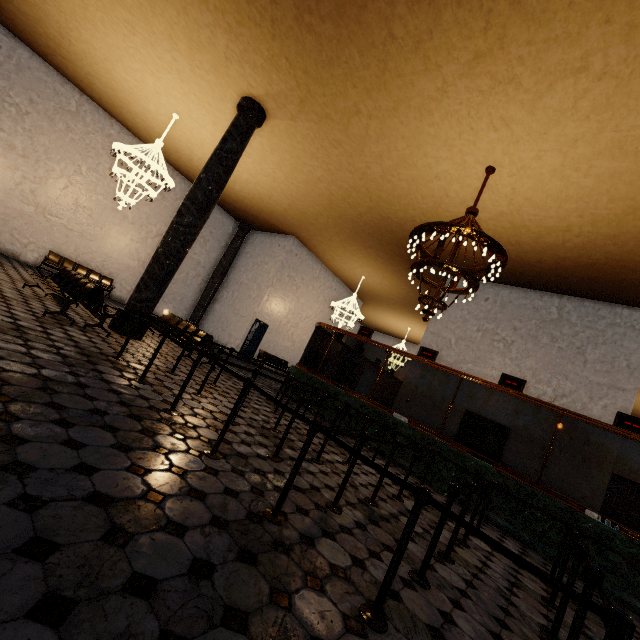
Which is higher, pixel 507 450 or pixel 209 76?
pixel 209 76
